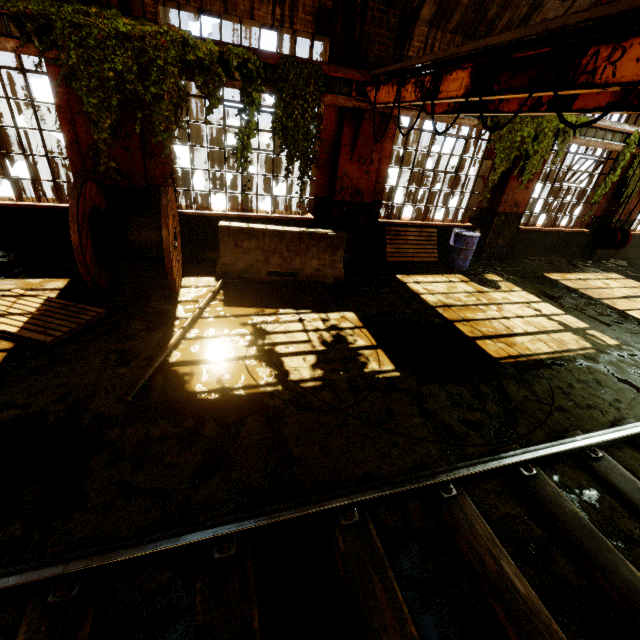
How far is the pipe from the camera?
3.6m

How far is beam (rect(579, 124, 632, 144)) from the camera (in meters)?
8.39

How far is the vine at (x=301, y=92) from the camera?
5.9m

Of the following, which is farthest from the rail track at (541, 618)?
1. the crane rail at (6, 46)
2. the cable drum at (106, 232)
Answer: the crane rail at (6, 46)

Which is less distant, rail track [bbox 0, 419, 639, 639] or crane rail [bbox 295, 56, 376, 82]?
rail track [bbox 0, 419, 639, 639]

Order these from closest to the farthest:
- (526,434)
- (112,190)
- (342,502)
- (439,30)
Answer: (342,502)
(526,434)
(112,190)
(439,30)

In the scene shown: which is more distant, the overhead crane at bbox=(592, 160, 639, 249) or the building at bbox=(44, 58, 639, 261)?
the building at bbox=(44, 58, 639, 261)

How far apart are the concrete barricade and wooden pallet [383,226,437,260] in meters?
1.9 m
